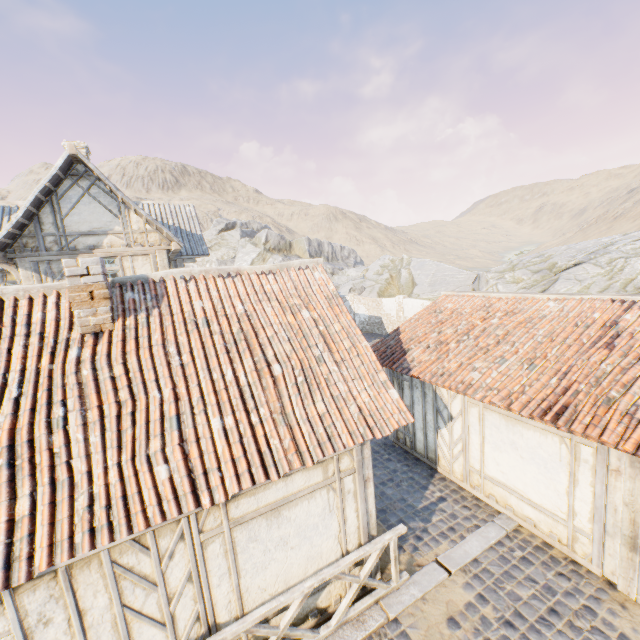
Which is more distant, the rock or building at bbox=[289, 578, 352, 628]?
the rock

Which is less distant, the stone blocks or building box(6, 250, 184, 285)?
the stone blocks

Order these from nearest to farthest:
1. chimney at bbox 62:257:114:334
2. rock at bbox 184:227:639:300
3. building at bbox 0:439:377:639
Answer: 1. building at bbox 0:439:377:639
2. chimney at bbox 62:257:114:334
3. rock at bbox 184:227:639:300

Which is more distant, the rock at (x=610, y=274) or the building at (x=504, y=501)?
the rock at (x=610, y=274)

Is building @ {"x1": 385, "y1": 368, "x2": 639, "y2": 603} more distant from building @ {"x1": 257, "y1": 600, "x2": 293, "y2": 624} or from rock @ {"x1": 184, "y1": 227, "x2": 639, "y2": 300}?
building @ {"x1": 257, "y1": 600, "x2": 293, "y2": 624}

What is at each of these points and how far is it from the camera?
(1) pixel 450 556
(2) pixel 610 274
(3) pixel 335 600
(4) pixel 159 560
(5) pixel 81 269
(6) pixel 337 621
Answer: (1) stone blocks, 6.3m
(2) rock, 15.0m
(3) building, 5.5m
(4) building, 4.1m
(5) chimney, 5.1m
(6) wooden fence, 5.1m

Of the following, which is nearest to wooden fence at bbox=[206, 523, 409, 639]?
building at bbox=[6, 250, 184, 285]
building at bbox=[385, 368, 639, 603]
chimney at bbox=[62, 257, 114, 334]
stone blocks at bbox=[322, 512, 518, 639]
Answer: stone blocks at bbox=[322, 512, 518, 639]

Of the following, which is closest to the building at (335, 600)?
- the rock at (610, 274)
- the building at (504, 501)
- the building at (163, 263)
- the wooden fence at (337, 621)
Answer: the wooden fence at (337, 621)
